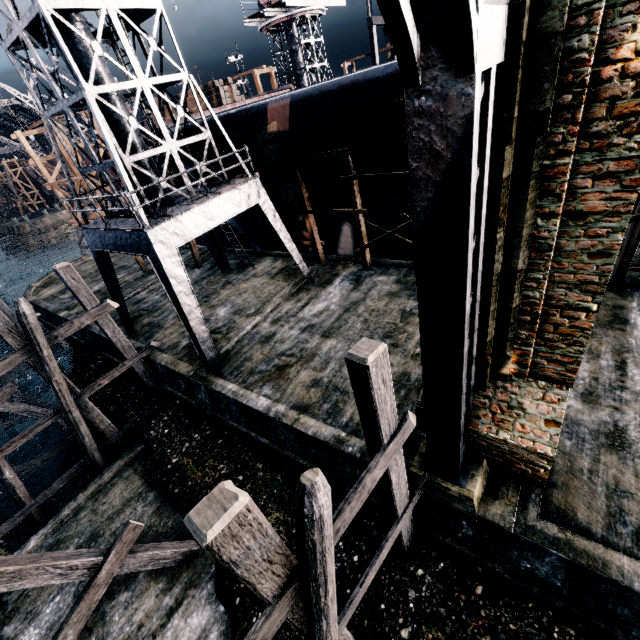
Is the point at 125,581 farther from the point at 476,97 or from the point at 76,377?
the point at 476,97

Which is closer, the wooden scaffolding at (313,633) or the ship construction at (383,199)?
the wooden scaffolding at (313,633)

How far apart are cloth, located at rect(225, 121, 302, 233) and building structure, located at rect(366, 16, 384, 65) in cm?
3178

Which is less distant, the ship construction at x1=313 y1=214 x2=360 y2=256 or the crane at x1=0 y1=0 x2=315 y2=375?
the crane at x1=0 y1=0 x2=315 y2=375

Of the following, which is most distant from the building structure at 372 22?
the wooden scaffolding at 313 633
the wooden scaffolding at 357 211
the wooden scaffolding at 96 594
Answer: the wooden scaffolding at 96 594

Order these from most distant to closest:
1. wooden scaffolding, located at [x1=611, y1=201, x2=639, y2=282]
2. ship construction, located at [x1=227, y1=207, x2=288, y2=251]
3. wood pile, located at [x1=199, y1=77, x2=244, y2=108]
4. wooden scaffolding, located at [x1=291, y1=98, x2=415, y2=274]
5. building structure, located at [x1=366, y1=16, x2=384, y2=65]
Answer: building structure, located at [x1=366, y1=16, x2=384, y2=65] < wood pile, located at [x1=199, y1=77, x2=244, y2=108] < ship construction, located at [x1=227, y1=207, x2=288, y2=251] < wooden scaffolding, located at [x1=291, y1=98, x2=415, y2=274] < wooden scaffolding, located at [x1=611, y1=201, x2=639, y2=282]

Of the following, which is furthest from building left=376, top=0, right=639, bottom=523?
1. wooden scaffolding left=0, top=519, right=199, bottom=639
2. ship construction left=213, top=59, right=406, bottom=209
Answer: wooden scaffolding left=0, top=519, right=199, bottom=639

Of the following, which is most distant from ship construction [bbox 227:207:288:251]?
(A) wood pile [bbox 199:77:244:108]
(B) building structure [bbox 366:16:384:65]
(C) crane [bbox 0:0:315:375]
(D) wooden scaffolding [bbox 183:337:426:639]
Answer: (B) building structure [bbox 366:16:384:65]
